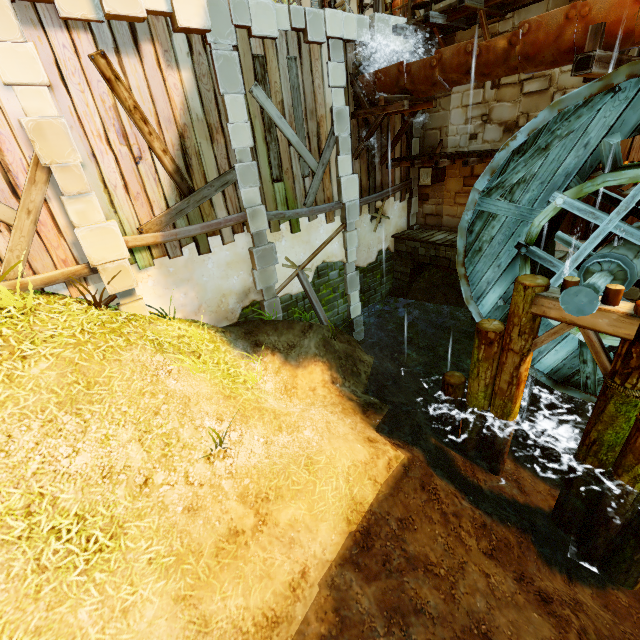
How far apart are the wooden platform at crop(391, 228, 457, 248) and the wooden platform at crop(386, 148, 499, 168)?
2.3 meters

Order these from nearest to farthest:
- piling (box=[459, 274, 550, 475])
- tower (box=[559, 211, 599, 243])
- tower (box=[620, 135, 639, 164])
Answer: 1. piling (box=[459, 274, 550, 475])
2. tower (box=[620, 135, 639, 164])
3. tower (box=[559, 211, 599, 243])

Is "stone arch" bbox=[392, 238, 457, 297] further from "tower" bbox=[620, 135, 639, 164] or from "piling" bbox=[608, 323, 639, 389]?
"piling" bbox=[608, 323, 639, 389]

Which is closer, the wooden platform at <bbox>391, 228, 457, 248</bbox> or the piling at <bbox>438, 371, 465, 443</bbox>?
the piling at <bbox>438, 371, 465, 443</bbox>

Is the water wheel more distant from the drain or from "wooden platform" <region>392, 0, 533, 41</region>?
"wooden platform" <region>392, 0, 533, 41</region>

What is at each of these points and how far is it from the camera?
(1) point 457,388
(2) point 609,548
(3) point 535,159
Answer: (1) piling, 7.70m
(2) piling, 6.36m
(3) water wheel, 6.33m

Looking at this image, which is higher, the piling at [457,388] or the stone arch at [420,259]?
the stone arch at [420,259]

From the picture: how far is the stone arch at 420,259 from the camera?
10.9 meters
